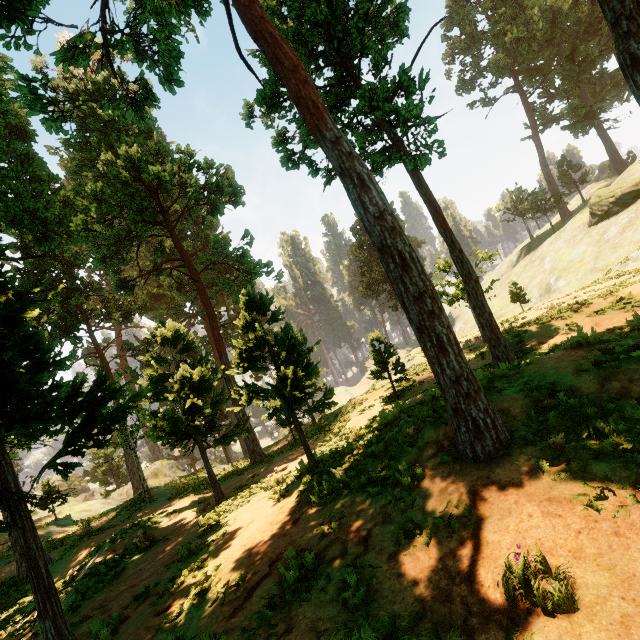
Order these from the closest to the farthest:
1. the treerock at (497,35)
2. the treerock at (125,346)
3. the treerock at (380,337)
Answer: the treerock at (497,35)
the treerock at (125,346)
the treerock at (380,337)

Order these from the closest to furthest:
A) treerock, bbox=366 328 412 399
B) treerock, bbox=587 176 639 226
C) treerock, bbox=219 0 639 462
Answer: treerock, bbox=219 0 639 462 → treerock, bbox=366 328 412 399 → treerock, bbox=587 176 639 226

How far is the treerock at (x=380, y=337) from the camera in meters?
15.5 m

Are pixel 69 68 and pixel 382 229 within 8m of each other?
no

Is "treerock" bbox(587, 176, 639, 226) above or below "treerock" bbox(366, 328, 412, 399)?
above

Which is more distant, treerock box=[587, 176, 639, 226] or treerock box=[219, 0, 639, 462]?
treerock box=[587, 176, 639, 226]

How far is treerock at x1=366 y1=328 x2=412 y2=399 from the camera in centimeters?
1549cm
